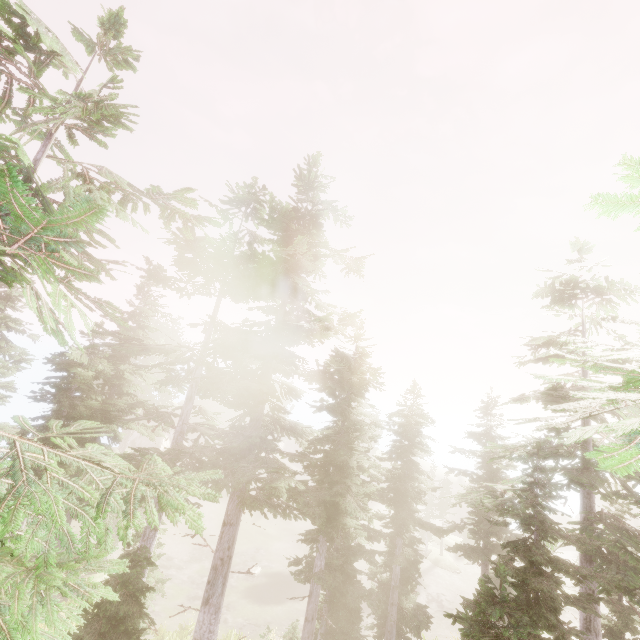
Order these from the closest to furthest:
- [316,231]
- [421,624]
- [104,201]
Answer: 1. [104,201]
2. [316,231]
3. [421,624]

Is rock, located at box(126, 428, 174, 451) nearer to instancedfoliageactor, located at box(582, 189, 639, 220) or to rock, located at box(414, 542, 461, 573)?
instancedfoliageactor, located at box(582, 189, 639, 220)

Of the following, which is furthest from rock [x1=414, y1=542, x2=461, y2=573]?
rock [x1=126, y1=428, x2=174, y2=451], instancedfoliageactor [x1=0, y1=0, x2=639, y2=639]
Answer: rock [x1=126, y1=428, x2=174, y2=451]

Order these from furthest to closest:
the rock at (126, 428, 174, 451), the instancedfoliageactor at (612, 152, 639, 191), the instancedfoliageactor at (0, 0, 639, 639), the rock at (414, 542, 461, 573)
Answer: the rock at (126, 428, 174, 451) < the rock at (414, 542, 461, 573) < the instancedfoliageactor at (0, 0, 639, 639) < the instancedfoliageactor at (612, 152, 639, 191)

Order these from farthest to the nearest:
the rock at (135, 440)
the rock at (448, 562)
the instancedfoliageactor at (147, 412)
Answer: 1. the rock at (135, 440)
2. the rock at (448, 562)
3. the instancedfoliageactor at (147, 412)

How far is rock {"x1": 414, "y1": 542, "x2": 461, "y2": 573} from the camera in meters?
41.4

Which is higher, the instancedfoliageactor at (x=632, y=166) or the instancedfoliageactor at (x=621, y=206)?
the instancedfoliageactor at (x=632, y=166)

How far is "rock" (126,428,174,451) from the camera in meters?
47.9 m
